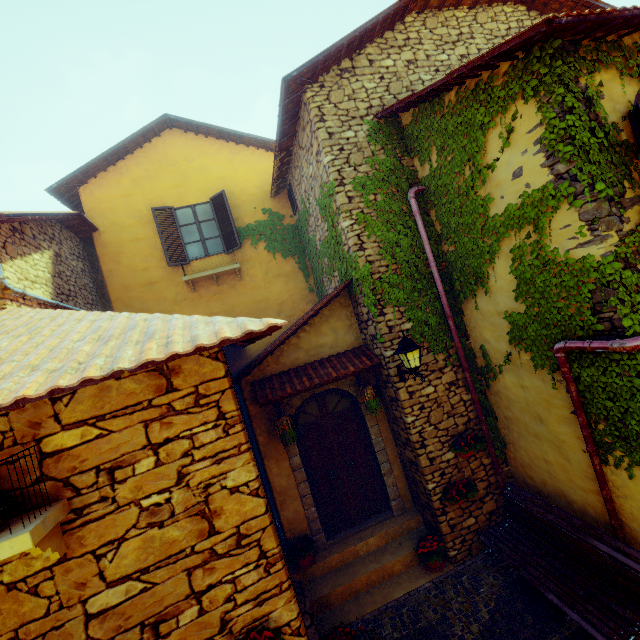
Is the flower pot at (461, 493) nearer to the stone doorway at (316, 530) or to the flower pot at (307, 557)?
the stone doorway at (316, 530)

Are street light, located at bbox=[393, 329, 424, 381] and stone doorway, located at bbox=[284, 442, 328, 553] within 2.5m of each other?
yes

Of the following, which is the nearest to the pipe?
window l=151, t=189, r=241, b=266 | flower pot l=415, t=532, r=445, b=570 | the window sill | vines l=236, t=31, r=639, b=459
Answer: vines l=236, t=31, r=639, b=459

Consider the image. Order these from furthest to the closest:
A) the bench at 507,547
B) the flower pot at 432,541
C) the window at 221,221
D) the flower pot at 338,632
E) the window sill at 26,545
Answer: the window at 221,221 → the flower pot at 432,541 → the flower pot at 338,632 → the bench at 507,547 → the window sill at 26,545

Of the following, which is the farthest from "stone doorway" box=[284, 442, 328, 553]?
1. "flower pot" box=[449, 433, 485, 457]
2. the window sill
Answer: the window sill

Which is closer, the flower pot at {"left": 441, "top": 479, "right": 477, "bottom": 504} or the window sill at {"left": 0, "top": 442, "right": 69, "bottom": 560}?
the window sill at {"left": 0, "top": 442, "right": 69, "bottom": 560}

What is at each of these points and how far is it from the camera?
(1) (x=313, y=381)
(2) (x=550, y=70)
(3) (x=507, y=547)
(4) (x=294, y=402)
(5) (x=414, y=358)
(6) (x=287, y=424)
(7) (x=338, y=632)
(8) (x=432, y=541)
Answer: (1) door eaves, 5.95m
(2) vines, 3.52m
(3) bench, 5.21m
(4) stone doorway, 6.45m
(5) street light, 5.11m
(6) flower pot, 5.82m
(7) flower pot, 4.80m
(8) flower pot, 5.86m

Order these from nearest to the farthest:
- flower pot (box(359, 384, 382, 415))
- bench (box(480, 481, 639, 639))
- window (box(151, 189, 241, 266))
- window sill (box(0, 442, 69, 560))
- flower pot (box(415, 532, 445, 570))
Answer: window sill (box(0, 442, 69, 560)) < bench (box(480, 481, 639, 639)) < flower pot (box(415, 532, 445, 570)) < flower pot (box(359, 384, 382, 415)) < window (box(151, 189, 241, 266))
